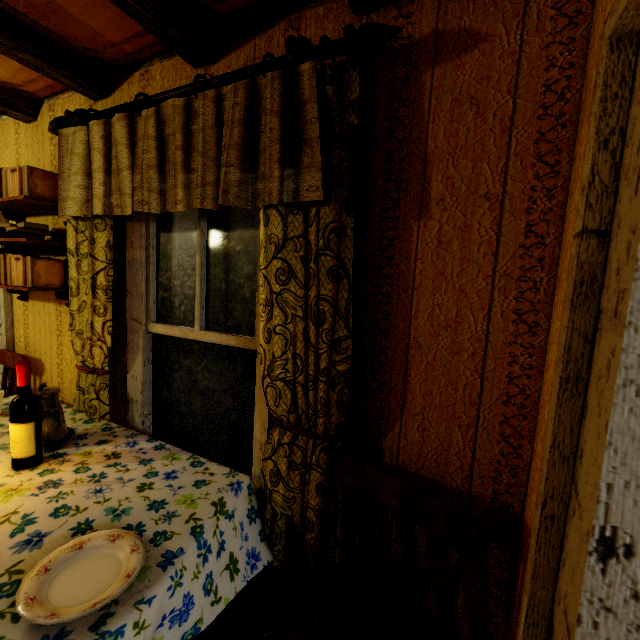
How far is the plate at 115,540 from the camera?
0.8 meters

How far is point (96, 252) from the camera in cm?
180

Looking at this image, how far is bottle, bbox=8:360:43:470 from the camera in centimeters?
138cm

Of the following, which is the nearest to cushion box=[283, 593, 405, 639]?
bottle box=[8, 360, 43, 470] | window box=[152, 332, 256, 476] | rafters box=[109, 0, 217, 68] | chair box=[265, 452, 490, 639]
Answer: chair box=[265, 452, 490, 639]

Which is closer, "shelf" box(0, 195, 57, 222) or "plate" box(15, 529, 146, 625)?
"plate" box(15, 529, 146, 625)

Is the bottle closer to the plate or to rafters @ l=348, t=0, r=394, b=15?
the plate

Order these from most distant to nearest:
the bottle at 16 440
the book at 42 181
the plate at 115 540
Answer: the book at 42 181 → the bottle at 16 440 → the plate at 115 540

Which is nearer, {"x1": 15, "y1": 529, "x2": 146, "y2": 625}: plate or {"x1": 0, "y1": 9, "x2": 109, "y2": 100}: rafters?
{"x1": 15, "y1": 529, "x2": 146, "y2": 625}: plate
